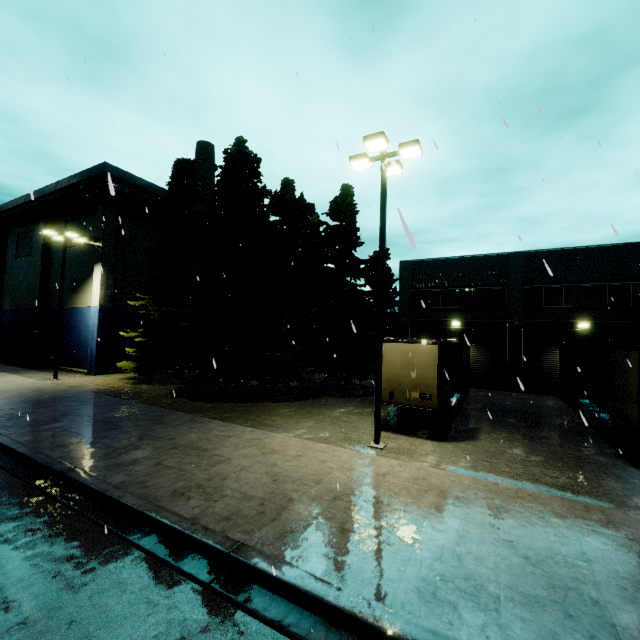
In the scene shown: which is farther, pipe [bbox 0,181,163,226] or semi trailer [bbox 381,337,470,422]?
pipe [bbox 0,181,163,226]

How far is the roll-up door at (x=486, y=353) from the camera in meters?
24.2 m

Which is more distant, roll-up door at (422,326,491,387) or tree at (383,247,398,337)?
tree at (383,247,398,337)

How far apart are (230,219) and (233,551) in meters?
19.0

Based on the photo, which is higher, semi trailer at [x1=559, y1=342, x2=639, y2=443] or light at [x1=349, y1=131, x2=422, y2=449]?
light at [x1=349, y1=131, x2=422, y2=449]

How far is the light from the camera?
10.3 meters

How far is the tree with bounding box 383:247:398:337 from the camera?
28.8 meters

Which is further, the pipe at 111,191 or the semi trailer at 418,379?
the pipe at 111,191
